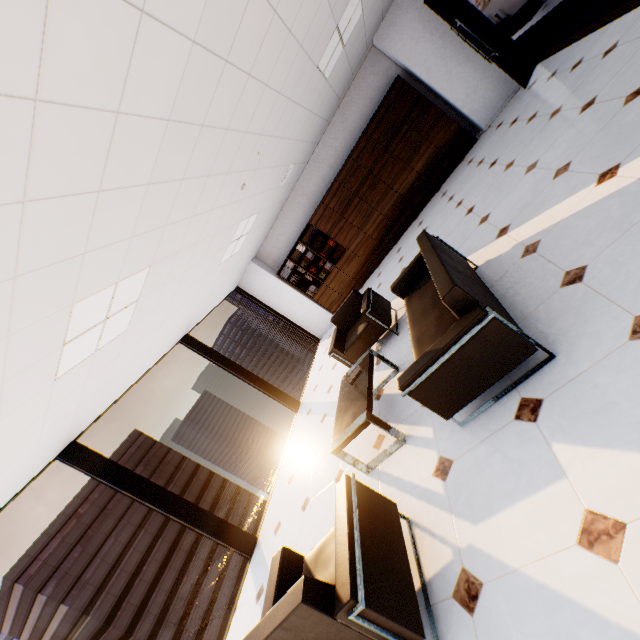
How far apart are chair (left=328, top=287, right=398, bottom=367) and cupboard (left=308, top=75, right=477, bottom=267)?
3.55m

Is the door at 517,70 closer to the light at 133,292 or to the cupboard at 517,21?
the cupboard at 517,21

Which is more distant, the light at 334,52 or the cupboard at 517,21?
the cupboard at 517,21

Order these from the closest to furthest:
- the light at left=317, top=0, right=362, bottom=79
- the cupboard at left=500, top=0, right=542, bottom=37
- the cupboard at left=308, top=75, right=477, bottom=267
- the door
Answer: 1. the light at left=317, top=0, right=362, bottom=79
2. the door
3. the cupboard at left=308, top=75, right=477, bottom=267
4. the cupboard at left=500, top=0, right=542, bottom=37

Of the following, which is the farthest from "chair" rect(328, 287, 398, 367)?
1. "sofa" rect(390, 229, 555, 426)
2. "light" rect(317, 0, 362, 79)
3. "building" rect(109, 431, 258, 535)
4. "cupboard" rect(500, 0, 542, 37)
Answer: "building" rect(109, 431, 258, 535)

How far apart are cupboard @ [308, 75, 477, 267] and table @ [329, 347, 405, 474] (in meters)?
5.07

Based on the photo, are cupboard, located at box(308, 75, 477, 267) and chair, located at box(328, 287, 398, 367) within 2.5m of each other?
no

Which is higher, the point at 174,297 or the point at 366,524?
the point at 174,297
